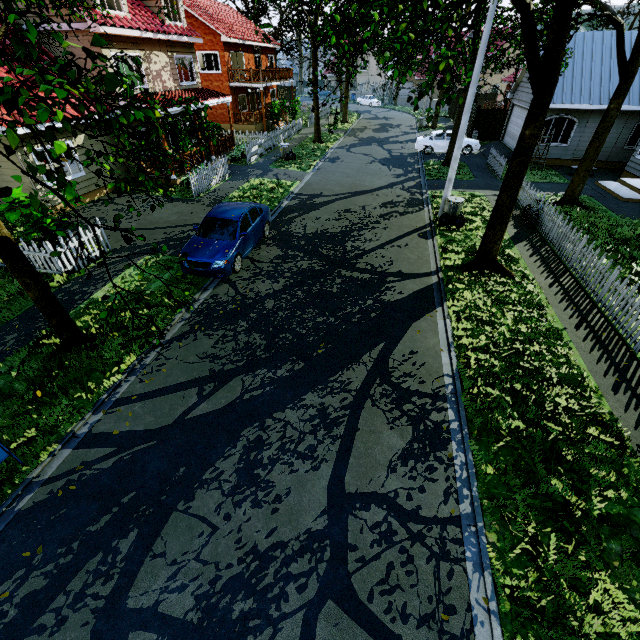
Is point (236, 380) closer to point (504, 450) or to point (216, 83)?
point (504, 450)

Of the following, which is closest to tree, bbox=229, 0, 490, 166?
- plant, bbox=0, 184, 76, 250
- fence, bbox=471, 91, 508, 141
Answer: fence, bbox=471, 91, 508, 141

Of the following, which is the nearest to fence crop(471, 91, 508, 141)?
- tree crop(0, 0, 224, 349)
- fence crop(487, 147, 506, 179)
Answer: tree crop(0, 0, 224, 349)

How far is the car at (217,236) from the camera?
9.6m

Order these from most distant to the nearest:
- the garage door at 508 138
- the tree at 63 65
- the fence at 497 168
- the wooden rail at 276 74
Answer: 1. the wooden rail at 276 74
2. the garage door at 508 138
3. the fence at 497 168
4. the tree at 63 65

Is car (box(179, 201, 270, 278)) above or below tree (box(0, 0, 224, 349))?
below

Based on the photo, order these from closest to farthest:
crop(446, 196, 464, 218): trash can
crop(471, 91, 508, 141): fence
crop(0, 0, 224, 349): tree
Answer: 1. crop(0, 0, 224, 349): tree
2. crop(446, 196, 464, 218): trash can
3. crop(471, 91, 508, 141): fence

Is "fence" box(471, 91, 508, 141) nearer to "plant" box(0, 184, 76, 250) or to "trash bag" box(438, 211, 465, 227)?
"trash bag" box(438, 211, 465, 227)
